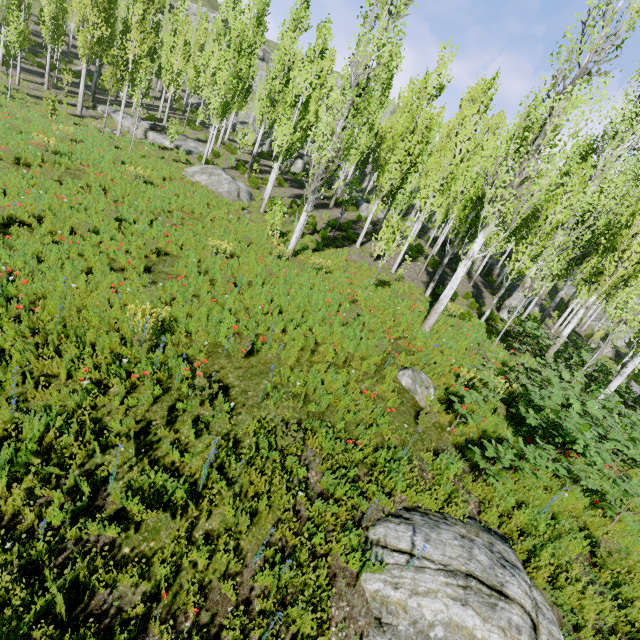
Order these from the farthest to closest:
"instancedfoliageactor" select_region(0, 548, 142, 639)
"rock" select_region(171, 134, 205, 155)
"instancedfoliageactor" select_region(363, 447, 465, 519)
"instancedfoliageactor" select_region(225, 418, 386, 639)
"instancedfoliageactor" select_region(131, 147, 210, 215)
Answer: "rock" select_region(171, 134, 205, 155) < "instancedfoliageactor" select_region(131, 147, 210, 215) < "instancedfoliageactor" select_region(363, 447, 465, 519) < "instancedfoliageactor" select_region(225, 418, 386, 639) < "instancedfoliageactor" select_region(0, 548, 142, 639)

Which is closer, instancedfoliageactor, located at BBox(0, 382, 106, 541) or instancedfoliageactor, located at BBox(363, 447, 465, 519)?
instancedfoliageactor, located at BBox(0, 382, 106, 541)

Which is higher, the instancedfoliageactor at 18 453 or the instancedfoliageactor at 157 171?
the instancedfoliageactor at 157 171

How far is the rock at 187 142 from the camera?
21.64m

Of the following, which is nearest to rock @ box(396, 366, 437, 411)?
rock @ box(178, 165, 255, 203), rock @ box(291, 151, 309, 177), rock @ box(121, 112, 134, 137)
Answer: rock @ box(178, 165, 255, 203)

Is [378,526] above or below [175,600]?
above

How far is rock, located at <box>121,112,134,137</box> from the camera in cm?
2231
